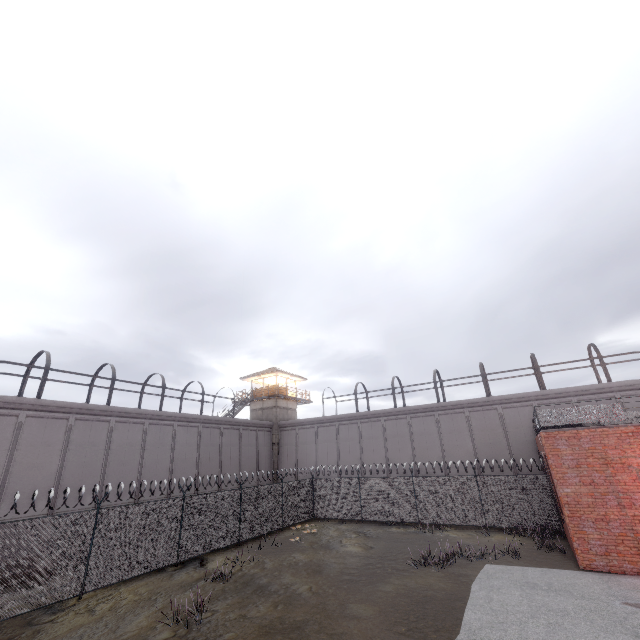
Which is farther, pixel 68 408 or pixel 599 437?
pixel 68 408

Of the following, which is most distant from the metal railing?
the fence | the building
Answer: the building

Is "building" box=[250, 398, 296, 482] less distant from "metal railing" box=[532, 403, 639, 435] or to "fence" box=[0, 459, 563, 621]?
"fence" box=[0, 459, 563, 621]

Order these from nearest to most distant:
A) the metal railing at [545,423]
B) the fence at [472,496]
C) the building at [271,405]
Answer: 1. the fence at [472,496]
2. the metal railing at [545,423]
3. the building at [271,405]

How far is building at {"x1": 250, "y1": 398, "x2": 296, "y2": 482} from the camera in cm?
3516

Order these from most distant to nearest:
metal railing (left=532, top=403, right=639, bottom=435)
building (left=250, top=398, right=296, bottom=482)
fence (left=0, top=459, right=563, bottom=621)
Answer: building (left=250, top=398, right=296, bottom=482)
metal railing (left=532, top=403, right=639, bottom=435)
fence (left=0, top=459, right=563, bottom=621)

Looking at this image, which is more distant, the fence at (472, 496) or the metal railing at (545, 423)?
the metal railing at (545, 423)
